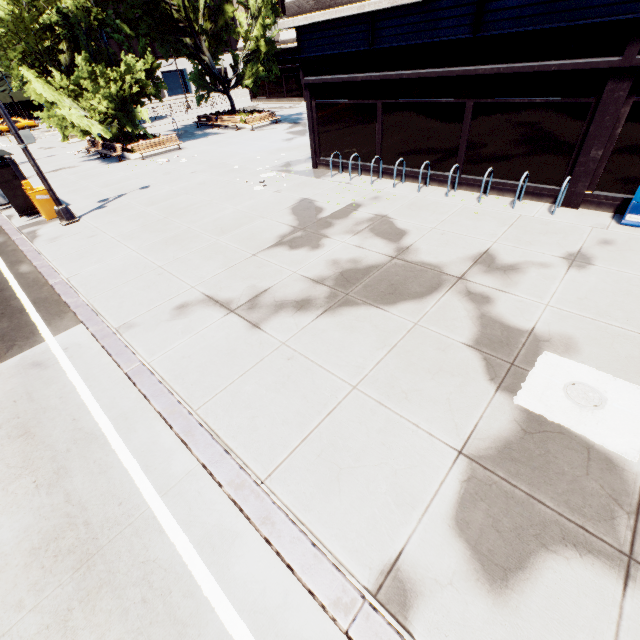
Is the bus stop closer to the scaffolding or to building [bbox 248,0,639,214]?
building [bbox 248,0,639,214]

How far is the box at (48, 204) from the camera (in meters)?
12.01

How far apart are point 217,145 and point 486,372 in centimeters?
2261cm

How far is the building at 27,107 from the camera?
50.75m

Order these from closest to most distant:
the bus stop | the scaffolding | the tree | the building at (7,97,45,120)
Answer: the bus stop → the tree → the scaffolding → the building at (7,97,45,120)

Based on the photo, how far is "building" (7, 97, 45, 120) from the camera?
50.75m

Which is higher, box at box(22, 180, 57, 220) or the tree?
the tree

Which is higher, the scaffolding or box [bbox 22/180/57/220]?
the scaffolding
